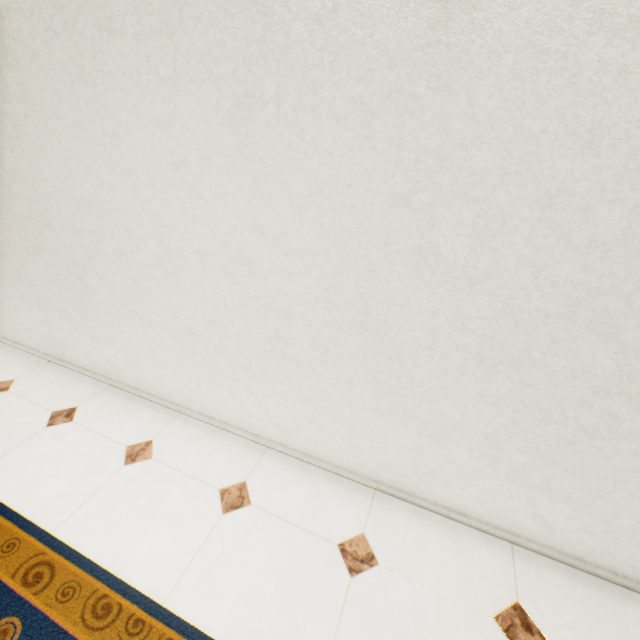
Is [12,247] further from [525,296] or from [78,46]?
[525,296]
